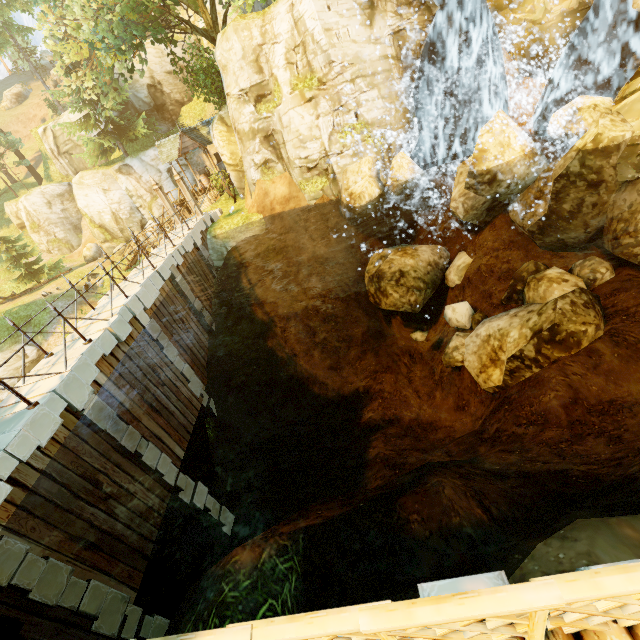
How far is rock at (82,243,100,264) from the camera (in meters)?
33.94

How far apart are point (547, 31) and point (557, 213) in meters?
7.3

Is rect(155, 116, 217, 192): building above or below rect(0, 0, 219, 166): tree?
below

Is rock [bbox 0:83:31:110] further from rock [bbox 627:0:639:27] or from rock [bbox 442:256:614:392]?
rock [bbox 627:0:639:27]

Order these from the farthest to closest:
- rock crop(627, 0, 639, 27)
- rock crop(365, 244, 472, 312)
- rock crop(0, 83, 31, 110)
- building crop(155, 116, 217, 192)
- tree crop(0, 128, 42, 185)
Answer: rock crop(0, 83, 31, 110), tree crop(0, 128, 42, 185), building crop(155, 116, 217, 192), rock crop(365, 244, 472, 312), rock crop(627, 0, 639, 27)

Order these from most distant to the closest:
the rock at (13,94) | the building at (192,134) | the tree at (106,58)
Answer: the rock at (13,94)
the building at (192,134)
the tree at (106,58)

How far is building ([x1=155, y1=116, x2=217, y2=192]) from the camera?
23.9m

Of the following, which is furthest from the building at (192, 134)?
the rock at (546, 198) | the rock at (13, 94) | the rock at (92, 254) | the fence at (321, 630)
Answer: the rock at (13, 94)
